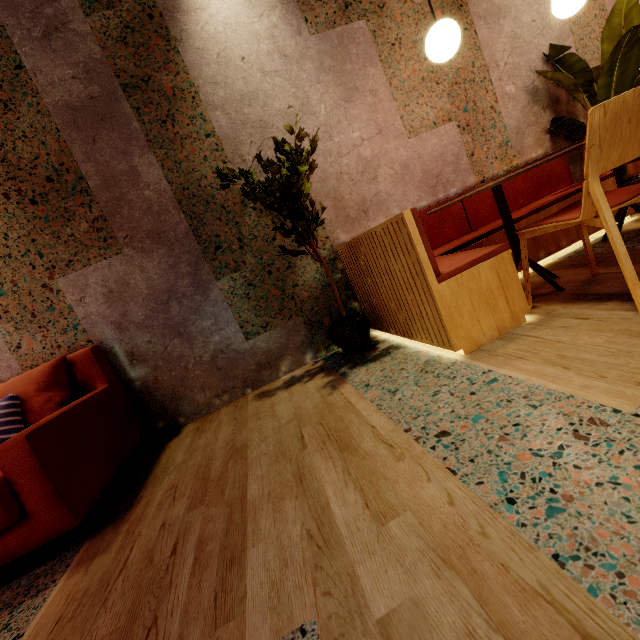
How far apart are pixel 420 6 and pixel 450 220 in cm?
183

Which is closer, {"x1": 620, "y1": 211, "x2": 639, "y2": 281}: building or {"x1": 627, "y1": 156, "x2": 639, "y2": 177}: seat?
{"x1": 620, "y1": 211, "x2": 639, "y2": 281}: building

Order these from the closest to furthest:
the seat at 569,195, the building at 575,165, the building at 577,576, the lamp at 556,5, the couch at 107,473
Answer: the building at 577,576, the couch at 107,473, the lamp at 556,5, the seat at 569,195, the building at 575,165

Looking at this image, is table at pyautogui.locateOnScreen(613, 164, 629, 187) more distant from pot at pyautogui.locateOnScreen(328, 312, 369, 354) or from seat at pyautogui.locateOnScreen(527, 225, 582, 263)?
pot at pyautogui.locateOnScreen(328, 312, 369, 354)

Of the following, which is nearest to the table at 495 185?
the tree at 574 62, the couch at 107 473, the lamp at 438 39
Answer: the lamp at 438 39

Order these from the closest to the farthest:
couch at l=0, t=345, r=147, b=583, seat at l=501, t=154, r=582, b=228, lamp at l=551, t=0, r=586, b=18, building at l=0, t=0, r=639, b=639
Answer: building at l=0, t=0, r=639, b=639 < couch at l=0, t=345, r=147, b=583 < lamp at l=551, t=0, r=586, b=18 < seat at l=501, t=154, r=582, b=228

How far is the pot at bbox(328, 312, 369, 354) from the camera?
2.3m

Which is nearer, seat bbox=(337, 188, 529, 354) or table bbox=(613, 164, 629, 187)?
seat bbox=(337, 188, 529, 354)
